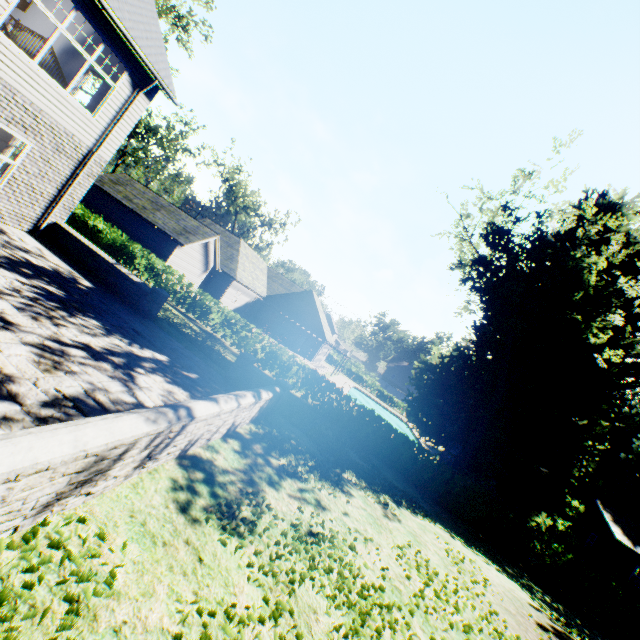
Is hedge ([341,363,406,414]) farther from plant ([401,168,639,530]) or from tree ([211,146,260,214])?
plant ([401,168,639,530])

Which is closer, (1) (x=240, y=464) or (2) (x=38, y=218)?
(1) (x=240, y=464)

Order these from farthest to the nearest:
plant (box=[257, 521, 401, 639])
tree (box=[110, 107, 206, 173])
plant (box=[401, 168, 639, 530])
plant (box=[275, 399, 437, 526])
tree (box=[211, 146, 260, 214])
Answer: tree (box=[211, 146, 260, 214])
tree (box=[110, 107, 206, 173])
plant (box=[401, 168, 639, 530])
plant (box=[275, 399, 437, 526])
plant (box=[257, 521, 401, 639])

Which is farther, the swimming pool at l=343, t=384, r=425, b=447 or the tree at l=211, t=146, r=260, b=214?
the tree at l=211, t=146, r=260, b=214

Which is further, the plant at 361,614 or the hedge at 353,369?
the hedge at 353,369

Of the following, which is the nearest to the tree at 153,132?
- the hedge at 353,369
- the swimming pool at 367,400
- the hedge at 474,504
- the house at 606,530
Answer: the hedge at 353,369

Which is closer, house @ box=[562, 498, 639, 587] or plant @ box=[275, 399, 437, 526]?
plant @ box=[275, 399, 437, 526]

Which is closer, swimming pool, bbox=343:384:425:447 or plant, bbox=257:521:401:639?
plant, bbox=257:521:401:639
